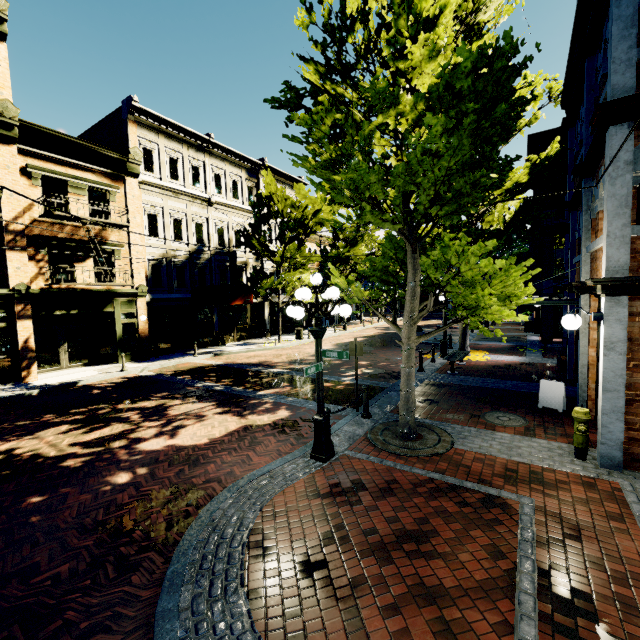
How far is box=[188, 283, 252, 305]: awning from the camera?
19.1m

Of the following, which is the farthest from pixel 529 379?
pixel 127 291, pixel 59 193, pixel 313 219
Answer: pixel 59 193

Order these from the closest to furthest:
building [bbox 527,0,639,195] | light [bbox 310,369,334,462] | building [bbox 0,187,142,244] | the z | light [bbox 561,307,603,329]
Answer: the z → building [bbox 527,0,639,195] → light [bbox 561,307,603,329] → light [bbox 310,369,334,462] → building [bbox 0,187,142,244]

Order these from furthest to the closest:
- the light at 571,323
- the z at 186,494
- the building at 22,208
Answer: the building at 22,208, the light at 571,323, the z at 186,494

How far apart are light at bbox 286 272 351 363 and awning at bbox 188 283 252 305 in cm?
1306

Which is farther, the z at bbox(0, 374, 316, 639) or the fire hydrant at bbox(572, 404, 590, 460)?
the fire hydrant at bbox(572, 404, 590, 460)

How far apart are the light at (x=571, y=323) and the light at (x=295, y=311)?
3.91m

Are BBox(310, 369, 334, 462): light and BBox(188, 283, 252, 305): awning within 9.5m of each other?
no
